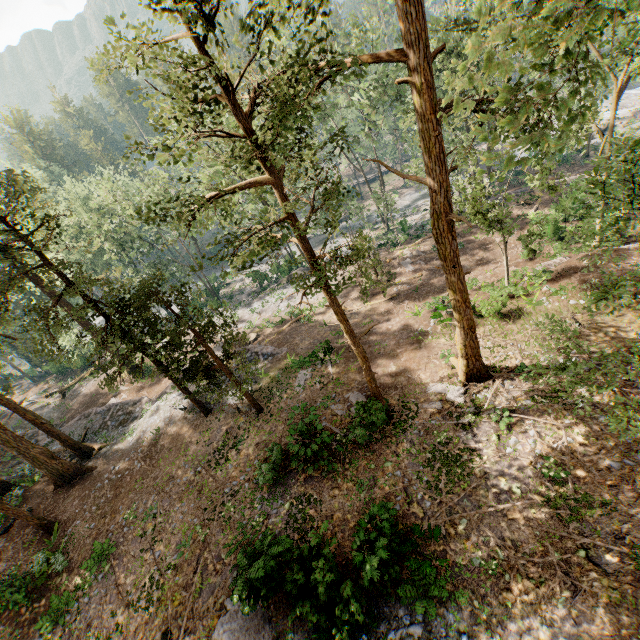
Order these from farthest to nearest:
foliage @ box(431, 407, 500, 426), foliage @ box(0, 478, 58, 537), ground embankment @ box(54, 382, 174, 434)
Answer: ground embankment @ box(54, 382, 174, 434) < foliage @ box(0, 478, 58, 537) < foliage @ box(431, 407, 500, 426)

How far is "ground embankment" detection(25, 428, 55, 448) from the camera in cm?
2605

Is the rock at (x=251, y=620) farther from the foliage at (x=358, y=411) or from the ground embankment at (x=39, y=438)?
the ground embankment at (x=39, y=438)

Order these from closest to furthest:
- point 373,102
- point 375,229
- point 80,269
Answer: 1. point 80,269
2. point 375,229
3. point 373,102

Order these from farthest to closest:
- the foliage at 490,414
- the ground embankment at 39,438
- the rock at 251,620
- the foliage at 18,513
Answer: the ground embankment at 39,438 < the foliage at 18,513 < the foliage at 490,414 < the rock at 251,620

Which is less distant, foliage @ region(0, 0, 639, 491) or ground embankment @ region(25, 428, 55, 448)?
foliage @ region(0, 0, 639, 491)

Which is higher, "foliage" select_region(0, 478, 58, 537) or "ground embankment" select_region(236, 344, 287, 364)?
"foliage" select_region(0, 478, 58, 537)
